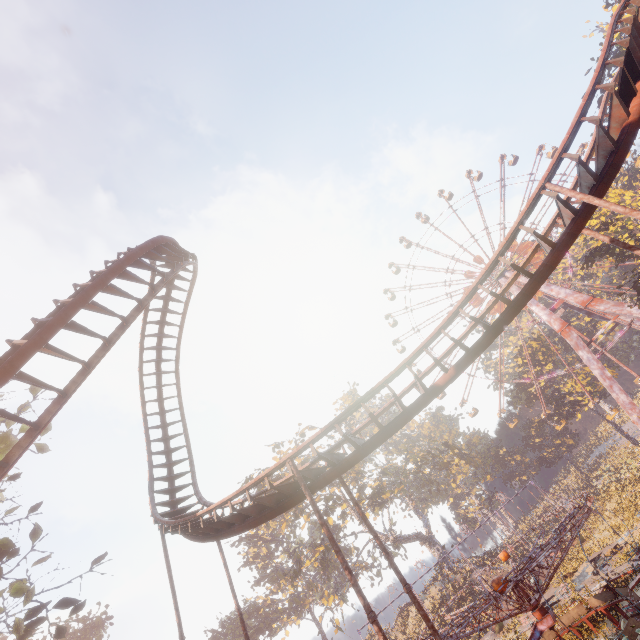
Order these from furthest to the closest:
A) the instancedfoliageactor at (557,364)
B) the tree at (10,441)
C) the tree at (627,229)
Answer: the instancedfoliageactor at (557,364)
the tree at (627,229)
the tree at (10,441)

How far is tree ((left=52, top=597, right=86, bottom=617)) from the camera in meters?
11.8

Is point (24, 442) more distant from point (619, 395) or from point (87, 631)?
point (87, 631)

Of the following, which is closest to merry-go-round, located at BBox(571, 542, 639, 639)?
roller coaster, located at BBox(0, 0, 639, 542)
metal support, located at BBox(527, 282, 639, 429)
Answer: roller coaster, located at BBox(0, 0, 639, 542)

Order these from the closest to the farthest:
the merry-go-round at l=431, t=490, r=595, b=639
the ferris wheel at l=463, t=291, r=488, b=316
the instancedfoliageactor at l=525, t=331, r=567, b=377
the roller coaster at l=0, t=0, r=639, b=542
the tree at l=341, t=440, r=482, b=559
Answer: the roller coaster at l=0, t=0, r=639, b=542
the merry-go-round at l=431, t=490, r=595, b=639
the tree at l=341, t=440, r=482, b=559
the ferris wheel at l=463, t=291, r=488, b=316
the instancedfoliageactor at l=525, t=331, r=567, b=377

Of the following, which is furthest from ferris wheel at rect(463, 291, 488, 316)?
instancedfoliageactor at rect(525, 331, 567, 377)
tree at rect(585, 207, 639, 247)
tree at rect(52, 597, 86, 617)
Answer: tree at rect(52, 597, 86, 617)

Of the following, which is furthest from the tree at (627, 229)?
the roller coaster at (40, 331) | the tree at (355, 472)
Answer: the tree at (355, 472)

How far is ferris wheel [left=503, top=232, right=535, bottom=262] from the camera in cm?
4882
